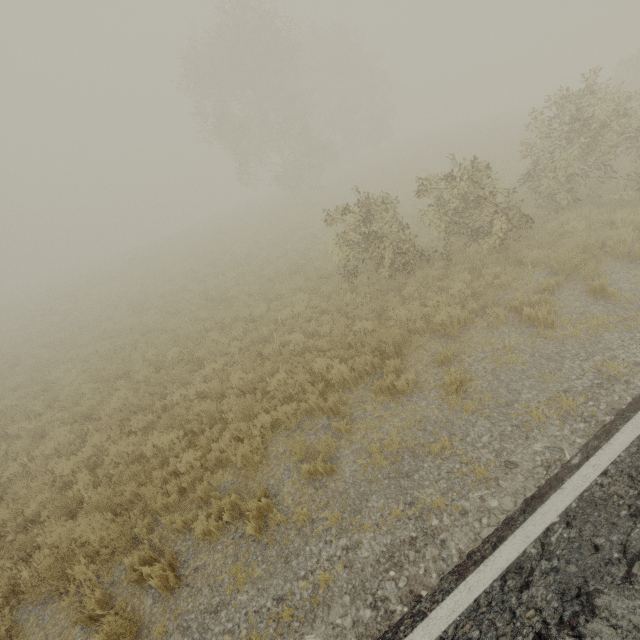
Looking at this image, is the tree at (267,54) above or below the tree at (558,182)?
above

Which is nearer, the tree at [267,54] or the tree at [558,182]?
the tree at [558,182]

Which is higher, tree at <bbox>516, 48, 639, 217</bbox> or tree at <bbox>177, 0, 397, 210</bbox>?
tree at <bbox>177, 0, 397, 210</bbox>

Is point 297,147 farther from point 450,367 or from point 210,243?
point 450,367

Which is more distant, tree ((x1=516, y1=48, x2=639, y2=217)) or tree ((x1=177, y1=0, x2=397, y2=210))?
tree ((x1=177, y1=0, x2=397, y2=210))
